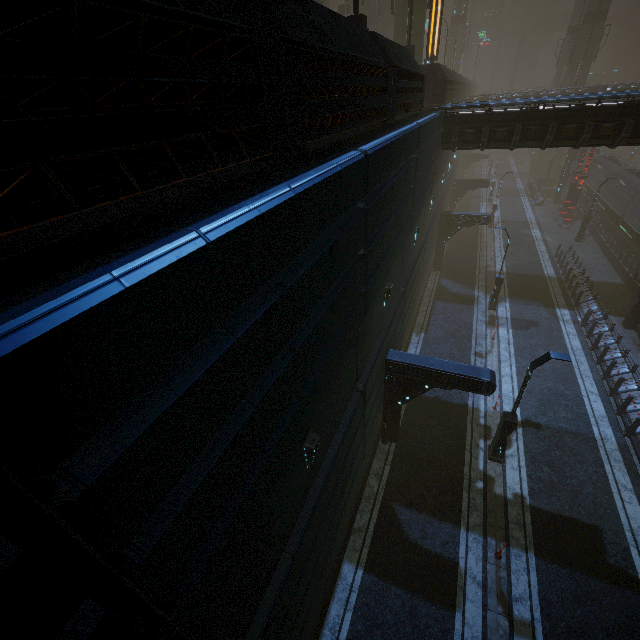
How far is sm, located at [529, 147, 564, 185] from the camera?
45.2 meters

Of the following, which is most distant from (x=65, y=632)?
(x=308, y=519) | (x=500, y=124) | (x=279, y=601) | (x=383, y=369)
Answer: (x=500, y=124)

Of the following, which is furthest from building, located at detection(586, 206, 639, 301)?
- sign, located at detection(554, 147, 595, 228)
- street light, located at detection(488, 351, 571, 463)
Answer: street light, located at detection(488, 351, 571, 463)

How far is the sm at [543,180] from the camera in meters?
45.2 m

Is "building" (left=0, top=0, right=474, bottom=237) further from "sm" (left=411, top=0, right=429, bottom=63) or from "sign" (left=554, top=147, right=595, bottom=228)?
"sign" (left=554, top=147, right=595, bottom=228)

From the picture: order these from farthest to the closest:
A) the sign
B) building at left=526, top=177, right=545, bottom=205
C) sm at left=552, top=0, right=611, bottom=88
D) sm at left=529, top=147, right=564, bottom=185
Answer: sm at left=529, top=147, right=564, bottom=185, building at left=526, top=177, right=545, bottom=205, sm at left=552, top=0, right=611, bottom=88, the sign

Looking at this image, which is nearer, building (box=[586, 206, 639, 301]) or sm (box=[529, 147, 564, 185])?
building (box=[586, 206, 639, 301])

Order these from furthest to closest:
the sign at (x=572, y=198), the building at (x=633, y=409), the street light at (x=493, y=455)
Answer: the sign at (x=572, y=198), the building at (x=633, y=409), the street light at (x=493, y=455)
